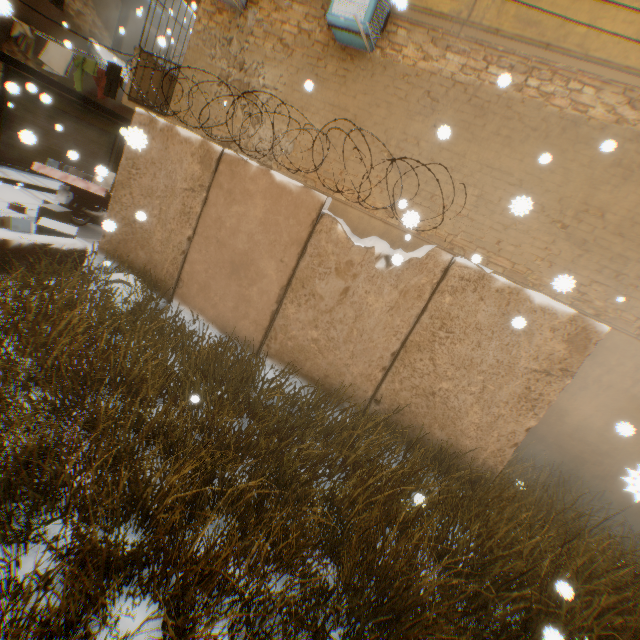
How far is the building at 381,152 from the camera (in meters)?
6.42

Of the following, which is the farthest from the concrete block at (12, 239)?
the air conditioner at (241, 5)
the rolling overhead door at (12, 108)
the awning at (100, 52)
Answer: the awning at (100, 52)

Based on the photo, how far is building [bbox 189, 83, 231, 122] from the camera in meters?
7.4 m

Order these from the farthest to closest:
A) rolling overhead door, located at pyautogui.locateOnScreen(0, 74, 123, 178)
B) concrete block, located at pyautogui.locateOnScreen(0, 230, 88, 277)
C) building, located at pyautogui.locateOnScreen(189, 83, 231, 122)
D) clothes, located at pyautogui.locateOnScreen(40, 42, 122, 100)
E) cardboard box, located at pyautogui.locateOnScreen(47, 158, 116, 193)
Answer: rolling overhead door, located at pyautogui.locateOnScreen(0, 74, 123, 178) → clothes, located at pyautogui.locateOnScreen(40, 42, 122, 100) → building, located at pyautogui.locateOnScreen(189, 83, 231, 122) → concrete block, located at pyautogui.locateOnScreen(0, 230, 88, 277) → cardboard box, located at pyautogui.locateOnScreen(47, 158, 116, 193)

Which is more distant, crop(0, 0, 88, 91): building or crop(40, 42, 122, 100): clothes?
crop(0, 0, 88, 91): building

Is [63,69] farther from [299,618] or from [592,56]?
[299,618]

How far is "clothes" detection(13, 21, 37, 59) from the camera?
9.11m

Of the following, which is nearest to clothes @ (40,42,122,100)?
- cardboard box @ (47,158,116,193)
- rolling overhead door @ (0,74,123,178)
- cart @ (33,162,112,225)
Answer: rolling overhead door @ (0,74,123,178)
